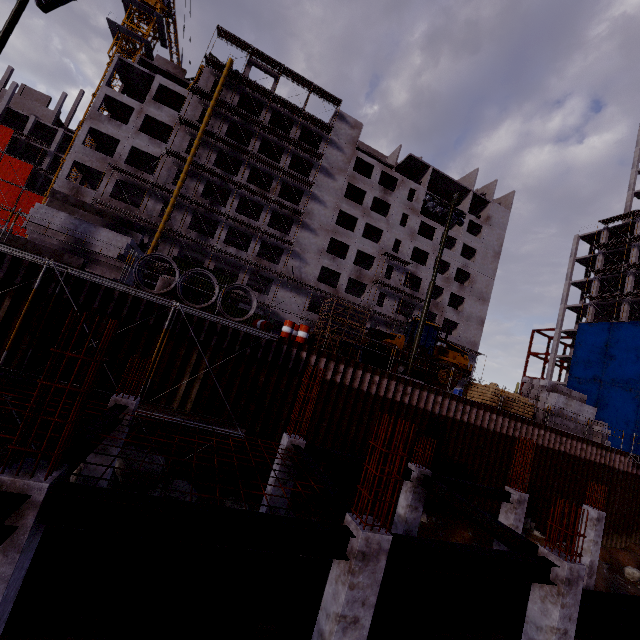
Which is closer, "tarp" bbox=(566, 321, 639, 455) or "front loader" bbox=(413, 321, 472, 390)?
"front loader" bbox=(413, 321, 472, 390)

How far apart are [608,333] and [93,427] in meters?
54.1 m

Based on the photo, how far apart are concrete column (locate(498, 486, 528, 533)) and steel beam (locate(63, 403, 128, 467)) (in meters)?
14.51

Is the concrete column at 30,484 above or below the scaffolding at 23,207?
below

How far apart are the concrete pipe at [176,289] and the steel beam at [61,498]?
10.1 meters

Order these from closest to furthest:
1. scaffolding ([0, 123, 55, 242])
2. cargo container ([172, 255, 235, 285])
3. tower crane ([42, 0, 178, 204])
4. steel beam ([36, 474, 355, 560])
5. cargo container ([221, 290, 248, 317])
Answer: steel beam ([36, 474, 355, 560]) < cargo container ([172, 255, 235, 285]) < cargo container ([221, 290, 248, 317]) < tower crane ([42, 0, 178, 204]) < scaffolding ([0, 123, 55, 242])

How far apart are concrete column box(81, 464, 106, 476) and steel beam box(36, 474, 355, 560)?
4.5 meters

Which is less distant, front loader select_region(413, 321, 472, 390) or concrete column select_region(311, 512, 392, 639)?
concrete column select_region(311, 512, 392, 639)
